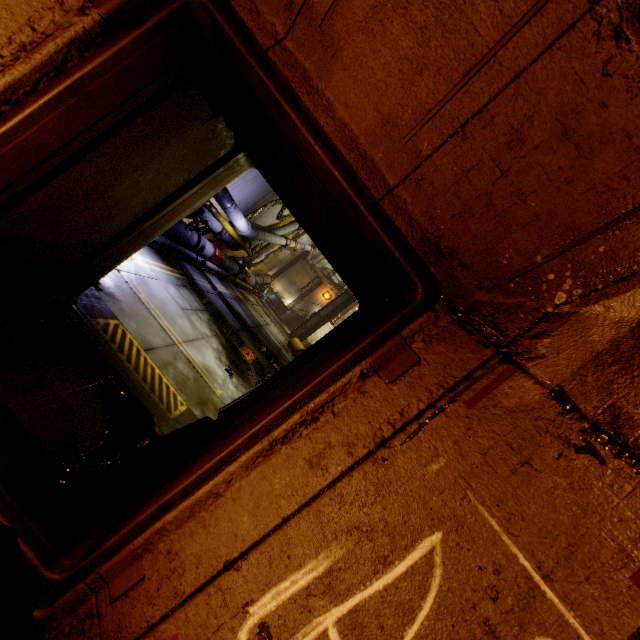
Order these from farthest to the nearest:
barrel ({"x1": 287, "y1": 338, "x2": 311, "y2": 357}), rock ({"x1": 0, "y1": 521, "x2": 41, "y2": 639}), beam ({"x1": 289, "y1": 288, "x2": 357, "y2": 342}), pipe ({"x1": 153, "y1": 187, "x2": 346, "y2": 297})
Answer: beam ({"x1": 289, "y1": 288, "x2": 357, "y2": 342}), barrel ({"x1": 287, "y1": 338, "x2": 311, "y2": 357}), pipe ({"x1": 153, "y1": 187, "x2": 346, "y2": 297}), rock ({"x1": 0, "y1": 521, "x2": 41, "y2": 639})

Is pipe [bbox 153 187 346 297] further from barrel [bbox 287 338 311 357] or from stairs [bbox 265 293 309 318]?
barrel [bbox 287 338 311 357]

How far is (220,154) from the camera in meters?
2.9 m

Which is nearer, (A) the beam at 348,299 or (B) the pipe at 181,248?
(B) the pipe at 181,248

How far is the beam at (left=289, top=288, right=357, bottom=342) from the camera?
27.1m

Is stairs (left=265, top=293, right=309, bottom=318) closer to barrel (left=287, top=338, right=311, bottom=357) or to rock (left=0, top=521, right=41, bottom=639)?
barrel (left=287, top=338, right=311, bottom=357)

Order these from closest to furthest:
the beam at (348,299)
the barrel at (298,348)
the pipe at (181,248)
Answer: the pipe at (181,248) → the barrel at (298,348) → the beam at (348,299)

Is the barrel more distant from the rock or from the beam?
the rock
